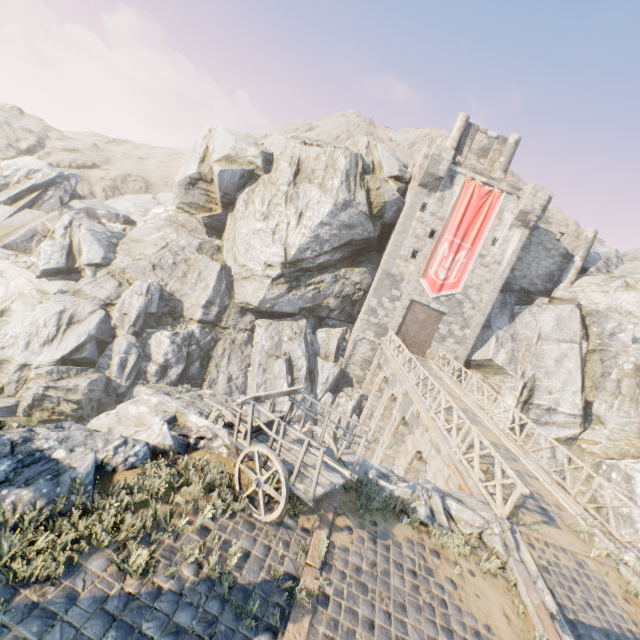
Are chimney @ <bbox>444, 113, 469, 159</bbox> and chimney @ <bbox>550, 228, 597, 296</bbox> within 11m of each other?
no

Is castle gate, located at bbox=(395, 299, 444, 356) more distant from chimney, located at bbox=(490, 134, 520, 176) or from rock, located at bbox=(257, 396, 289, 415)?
chimney, located at bbox=(490, 134, 520, 176)

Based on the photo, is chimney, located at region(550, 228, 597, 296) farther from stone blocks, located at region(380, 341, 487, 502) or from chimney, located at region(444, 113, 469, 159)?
stone blocks, located at region(380, 341, 487, 502)

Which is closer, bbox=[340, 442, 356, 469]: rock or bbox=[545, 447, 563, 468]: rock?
bbox=[340, 442, 356, 469]: rock

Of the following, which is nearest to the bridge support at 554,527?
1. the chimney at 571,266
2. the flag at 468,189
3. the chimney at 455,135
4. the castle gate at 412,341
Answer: the castle gate at 412,341

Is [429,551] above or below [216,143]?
below

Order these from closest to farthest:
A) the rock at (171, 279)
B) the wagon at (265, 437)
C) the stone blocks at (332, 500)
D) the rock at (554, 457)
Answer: the stone blocks at (332, 500), the wagon at (265, 437), the rock at (171, 279), the rock at (554, 457)

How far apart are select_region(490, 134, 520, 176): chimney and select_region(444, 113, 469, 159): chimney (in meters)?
3.19
